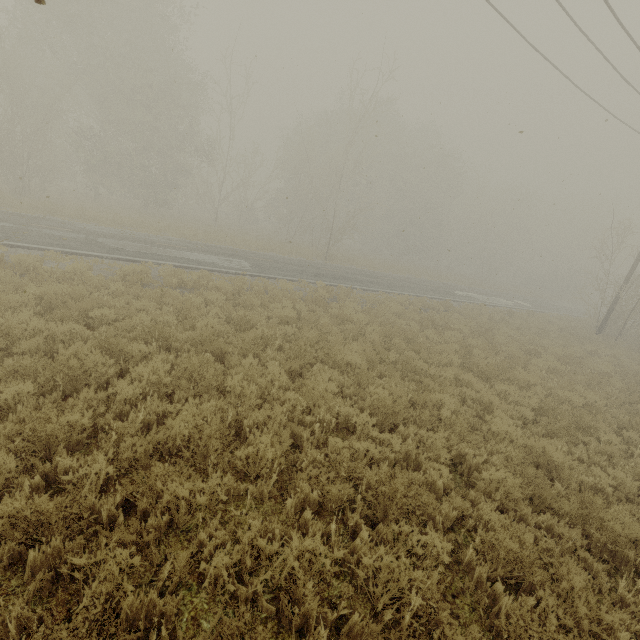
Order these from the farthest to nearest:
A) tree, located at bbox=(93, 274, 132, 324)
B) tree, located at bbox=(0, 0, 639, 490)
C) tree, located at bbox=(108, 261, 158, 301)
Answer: tree, located at bbox=(108, 261, 158, 301)
tree, located at bbox=(93, 274, 132, 324)
tree, located at bbox=(0, 0, 639, 490)

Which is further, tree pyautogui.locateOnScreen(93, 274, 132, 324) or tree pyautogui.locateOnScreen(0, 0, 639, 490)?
tree pyautogui.locateOnScreen(93, 274, 132, 324)

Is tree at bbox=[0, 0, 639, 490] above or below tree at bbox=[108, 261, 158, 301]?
above

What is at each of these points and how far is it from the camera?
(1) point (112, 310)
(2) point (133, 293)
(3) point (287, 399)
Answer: (1) tree, 7.74m
(2) tree, 9.71m
(3) tree, 6.10m

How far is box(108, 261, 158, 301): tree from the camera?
9.6m

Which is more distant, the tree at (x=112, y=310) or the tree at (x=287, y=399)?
the tree at (x=112, y=310)
